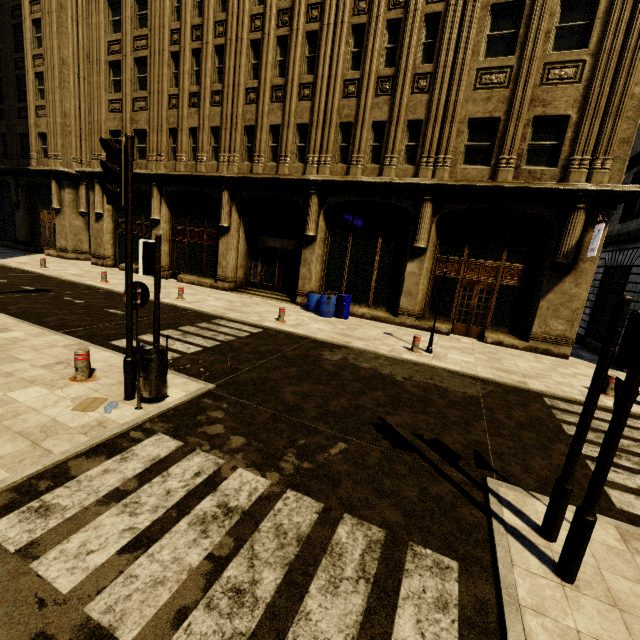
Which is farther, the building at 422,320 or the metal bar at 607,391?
the building at 422,320

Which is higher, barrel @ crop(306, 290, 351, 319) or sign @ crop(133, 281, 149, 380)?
sign @ crop(133, 281, 149, 380)

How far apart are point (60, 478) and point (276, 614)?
2.8m

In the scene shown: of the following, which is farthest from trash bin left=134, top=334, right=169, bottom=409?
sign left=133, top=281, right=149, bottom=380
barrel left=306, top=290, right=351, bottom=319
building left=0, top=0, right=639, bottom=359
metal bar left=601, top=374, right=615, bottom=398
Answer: metal bar left=601, top=374, right=615, bottom=398

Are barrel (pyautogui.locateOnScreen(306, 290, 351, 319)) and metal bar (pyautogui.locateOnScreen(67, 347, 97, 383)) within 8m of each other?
no

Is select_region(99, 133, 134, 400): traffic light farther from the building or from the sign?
the building

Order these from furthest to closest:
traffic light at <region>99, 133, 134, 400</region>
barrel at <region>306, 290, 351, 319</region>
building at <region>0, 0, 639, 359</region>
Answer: barrel at <region>306, 290, 351, 319</region>, building at <region>0, 0, 639, 359</region>, traffic light at <region>99, 133, 134, 400</region>

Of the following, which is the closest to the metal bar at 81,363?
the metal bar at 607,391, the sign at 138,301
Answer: the sign at 138,301
